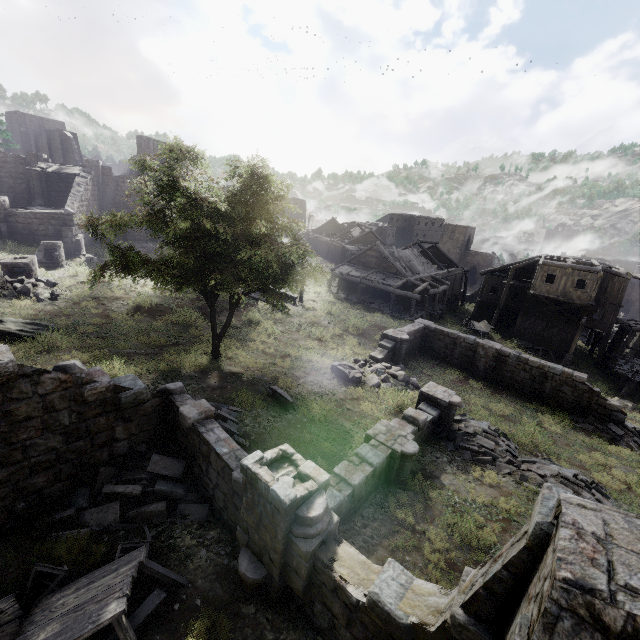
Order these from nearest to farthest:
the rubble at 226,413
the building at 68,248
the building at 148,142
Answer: the rubble at 226,413, the building at 68,248, the building at 148,142

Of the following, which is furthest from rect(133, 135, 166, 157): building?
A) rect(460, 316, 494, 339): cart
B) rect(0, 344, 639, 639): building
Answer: rect(0, 344, 639, 639): building

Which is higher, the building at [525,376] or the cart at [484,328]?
the building at [525,376]

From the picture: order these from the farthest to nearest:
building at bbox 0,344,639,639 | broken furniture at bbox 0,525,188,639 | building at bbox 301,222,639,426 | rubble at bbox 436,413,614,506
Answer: building at bbox 301,222,639,426, rubble at bbox 436,413,614,506, broken furniture at bbox 0,525,188,639, building at bbox 0,344,639,639

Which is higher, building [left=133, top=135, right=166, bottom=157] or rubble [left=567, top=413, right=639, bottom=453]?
building [left=133, top=135, right=166, bottom=157]

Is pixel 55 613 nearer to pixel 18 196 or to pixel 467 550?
pixel 467 550

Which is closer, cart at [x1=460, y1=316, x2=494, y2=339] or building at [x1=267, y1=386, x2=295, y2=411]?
building at [x1=267, y1=386, x2=295, y2=411]

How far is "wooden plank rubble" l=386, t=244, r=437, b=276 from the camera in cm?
3594
